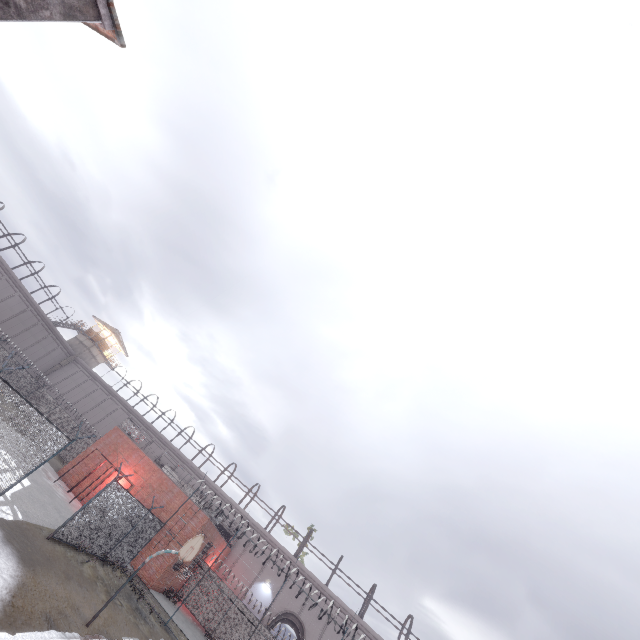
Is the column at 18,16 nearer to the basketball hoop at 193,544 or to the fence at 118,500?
the fence at 118,500

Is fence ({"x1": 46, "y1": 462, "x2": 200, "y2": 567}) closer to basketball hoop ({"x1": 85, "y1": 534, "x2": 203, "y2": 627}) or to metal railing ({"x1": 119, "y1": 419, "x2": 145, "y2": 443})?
metal railing ({"x1": 119, "y1": 419, "x2": 145, "y2": 443})

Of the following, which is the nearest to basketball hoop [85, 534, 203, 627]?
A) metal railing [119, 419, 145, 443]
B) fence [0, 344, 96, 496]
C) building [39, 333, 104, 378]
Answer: fence [0, 344, 96, 496]

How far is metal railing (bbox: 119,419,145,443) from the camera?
27.9m

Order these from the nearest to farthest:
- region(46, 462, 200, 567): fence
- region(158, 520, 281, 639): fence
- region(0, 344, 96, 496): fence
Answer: region(0, 344, 96, 496): fence → region(46, 462, 200, 567): fence → region(158, 520, 281, 639): fence

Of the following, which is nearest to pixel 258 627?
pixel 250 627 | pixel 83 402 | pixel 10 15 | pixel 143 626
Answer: pixel 250 627

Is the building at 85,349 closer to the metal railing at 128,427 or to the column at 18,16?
the metal railing at 128,427

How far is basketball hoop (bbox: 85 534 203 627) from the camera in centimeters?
1047cm
